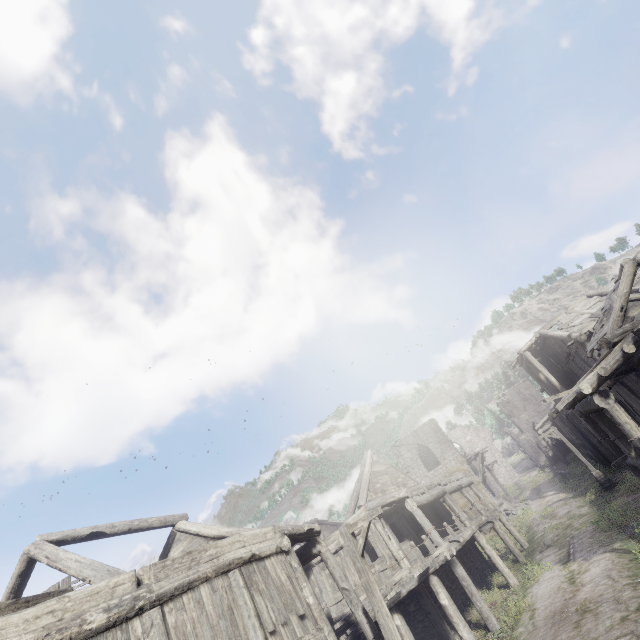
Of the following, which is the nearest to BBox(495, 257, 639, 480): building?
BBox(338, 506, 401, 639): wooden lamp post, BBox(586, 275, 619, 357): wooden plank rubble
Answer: BBox(586, 275, 619, 357): wooden plank rubble

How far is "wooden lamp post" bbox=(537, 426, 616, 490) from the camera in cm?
2223

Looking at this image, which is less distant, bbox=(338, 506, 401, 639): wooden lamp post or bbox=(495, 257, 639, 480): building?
bbox=(338, 506, 401, 639): wooden lamp post

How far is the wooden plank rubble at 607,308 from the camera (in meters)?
16.12

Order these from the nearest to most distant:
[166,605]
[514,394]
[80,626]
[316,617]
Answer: [80,626], [166,605], [316,617], [514,394]

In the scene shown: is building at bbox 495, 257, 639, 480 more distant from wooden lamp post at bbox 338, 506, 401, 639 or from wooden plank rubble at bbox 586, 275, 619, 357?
wooden lamp post at bbox 338, 506, 401, 639

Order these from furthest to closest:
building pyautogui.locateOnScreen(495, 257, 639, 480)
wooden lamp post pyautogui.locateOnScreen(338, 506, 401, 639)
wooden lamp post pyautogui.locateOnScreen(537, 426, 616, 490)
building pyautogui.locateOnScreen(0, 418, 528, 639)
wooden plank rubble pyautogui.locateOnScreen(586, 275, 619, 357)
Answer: wooden lamp post pyautogui.locateOnScreen(537, 426, 616, 490)
wooden plank rubble pyautogui.locateOnScreen(586, 275, 619, 357)
building pyautogui.locateOnScreen(495, 257, 639, 480)
wooden lamp post pyautogui.locateOnScreen(338, 506, 401, 639)
building pyautogui.locateOnScreen(0, 418, 528, 639)

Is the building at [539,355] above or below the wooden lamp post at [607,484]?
above
